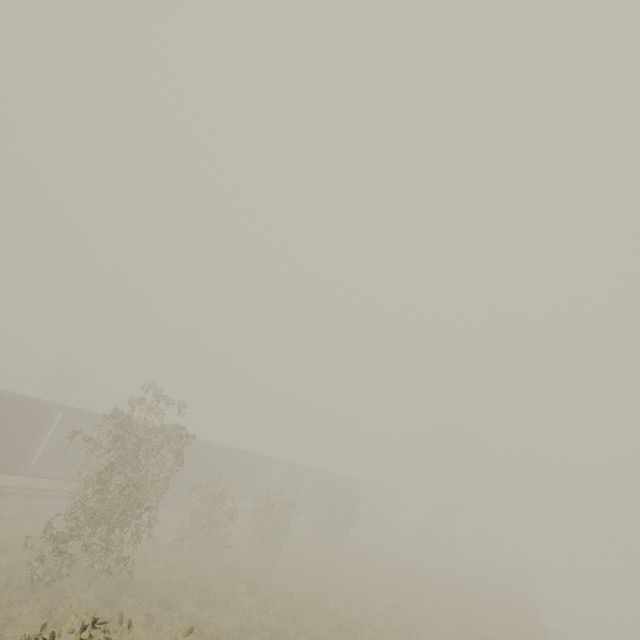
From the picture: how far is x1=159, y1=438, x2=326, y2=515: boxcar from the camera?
24.2 meters

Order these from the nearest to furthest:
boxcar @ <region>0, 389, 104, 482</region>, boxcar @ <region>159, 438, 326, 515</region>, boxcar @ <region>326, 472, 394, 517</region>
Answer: boxcar @ <region>0, 389, 104, 482</region>, boxcar @ <region>159, 438, 326, 515</region>, boxcar @ <region>326, 472, 394, 517</region>

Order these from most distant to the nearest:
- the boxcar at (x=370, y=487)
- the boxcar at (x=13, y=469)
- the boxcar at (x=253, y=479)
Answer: the boxcar at (x=370, y=487), the boxcar at (x=253, y=479), the boxcar at (x=13, y=469)

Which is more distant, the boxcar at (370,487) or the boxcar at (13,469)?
the boxcar at (370,487)

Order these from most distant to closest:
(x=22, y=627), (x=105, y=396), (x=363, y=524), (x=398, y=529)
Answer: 1. (x=398, y=529)
2. (x=363, y=524)
3. (x=105, y=396)
4. (x=22, y=627)

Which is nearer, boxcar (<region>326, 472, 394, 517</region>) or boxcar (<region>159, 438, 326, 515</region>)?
boxcar (<region>159, 438, 326, 515</region>)
